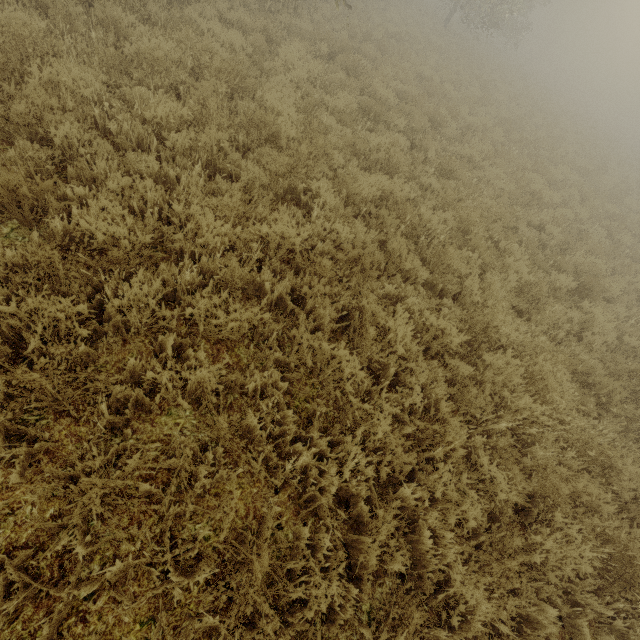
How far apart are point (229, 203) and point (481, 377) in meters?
4.1

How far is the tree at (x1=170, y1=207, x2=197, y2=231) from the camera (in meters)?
3.64

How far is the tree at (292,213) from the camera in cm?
423

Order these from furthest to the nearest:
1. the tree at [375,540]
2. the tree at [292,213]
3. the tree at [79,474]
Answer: the tree at [292,213]
the tree at [375,540]
the tree at [79,474]

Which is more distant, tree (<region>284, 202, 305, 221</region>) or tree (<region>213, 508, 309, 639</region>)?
tree (<region>284, 202, 305, 221</region>)

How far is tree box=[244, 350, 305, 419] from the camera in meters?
3.1
